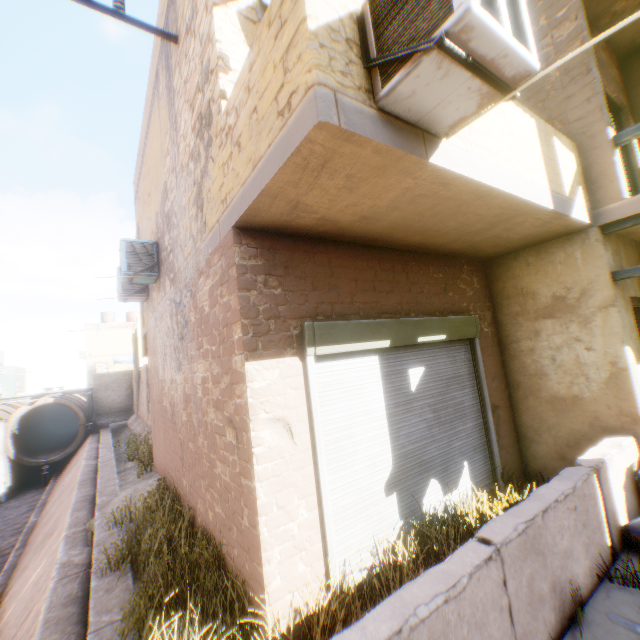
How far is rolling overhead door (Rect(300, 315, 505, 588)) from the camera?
3.48m

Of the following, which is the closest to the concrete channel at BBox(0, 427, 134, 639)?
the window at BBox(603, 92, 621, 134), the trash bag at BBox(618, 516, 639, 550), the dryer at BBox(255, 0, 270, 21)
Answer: the dryer at BBox(255, 0, 270, 21)

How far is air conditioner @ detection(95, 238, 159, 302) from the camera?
6.97m

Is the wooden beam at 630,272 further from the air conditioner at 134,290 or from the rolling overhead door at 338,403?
the air conditioner at 134,290

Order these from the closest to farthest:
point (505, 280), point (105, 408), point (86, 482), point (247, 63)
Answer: point (247, 63) < point (505, 280) < point (86, 482) < point (105, 408)

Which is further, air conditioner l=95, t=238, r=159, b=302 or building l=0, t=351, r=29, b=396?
building l=0, t=351, r=29, b=396

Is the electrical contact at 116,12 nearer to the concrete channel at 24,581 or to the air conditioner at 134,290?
the air conditioner at 134,290

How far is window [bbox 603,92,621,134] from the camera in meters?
7.0 m
